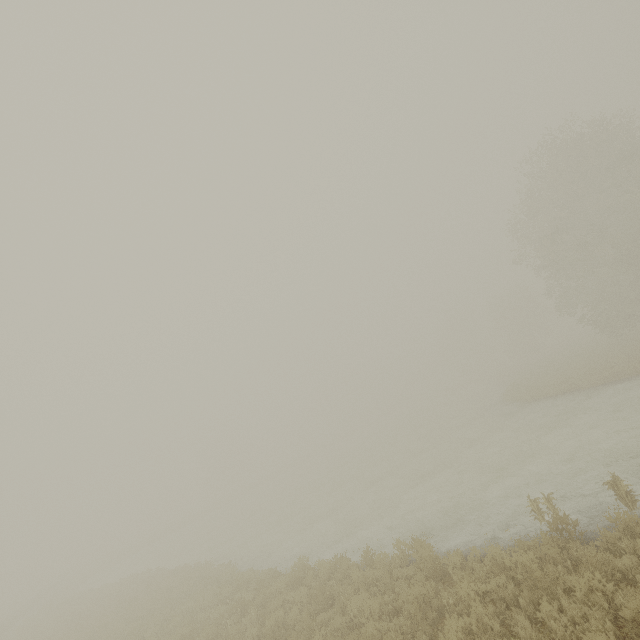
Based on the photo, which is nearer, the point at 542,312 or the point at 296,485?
the point at 296,485
